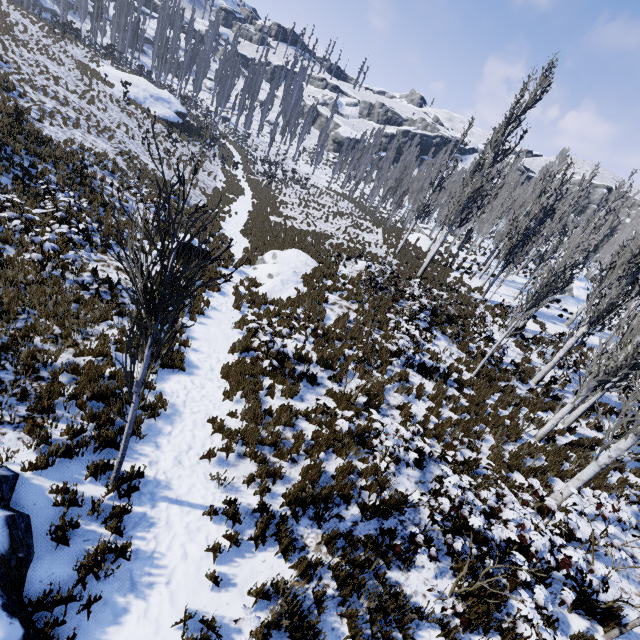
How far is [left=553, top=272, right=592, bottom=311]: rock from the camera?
24.72m

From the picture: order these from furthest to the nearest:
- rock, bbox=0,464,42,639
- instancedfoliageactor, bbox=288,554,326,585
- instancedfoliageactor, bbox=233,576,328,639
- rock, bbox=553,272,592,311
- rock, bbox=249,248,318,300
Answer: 1. rock, bbox=553,272,592,311
2. rock, bbox=249,248,318,300
3. instancedfoliageactor, bbox=288,554,326,585
4. instancedfoliageactor, bbox=233,576,328,639
5. rock, bbox=0,464,42,639

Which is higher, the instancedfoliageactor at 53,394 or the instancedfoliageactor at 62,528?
the instancedfoliageactor at 53,394

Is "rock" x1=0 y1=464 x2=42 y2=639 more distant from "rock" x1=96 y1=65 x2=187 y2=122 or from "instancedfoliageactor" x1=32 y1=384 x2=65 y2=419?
"rock" x1=96 y1=65 x2=187 y2=122

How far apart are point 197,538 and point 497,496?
5.1m

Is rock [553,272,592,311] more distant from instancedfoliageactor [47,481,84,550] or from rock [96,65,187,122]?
rock [96,65,187,122]

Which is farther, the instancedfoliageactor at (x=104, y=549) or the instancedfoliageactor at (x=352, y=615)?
the instancedfoliageactor at (x=352, y=615)

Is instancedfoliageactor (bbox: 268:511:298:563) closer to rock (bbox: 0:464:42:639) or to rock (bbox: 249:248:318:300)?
rock (bbox: 0:464:42:639)
